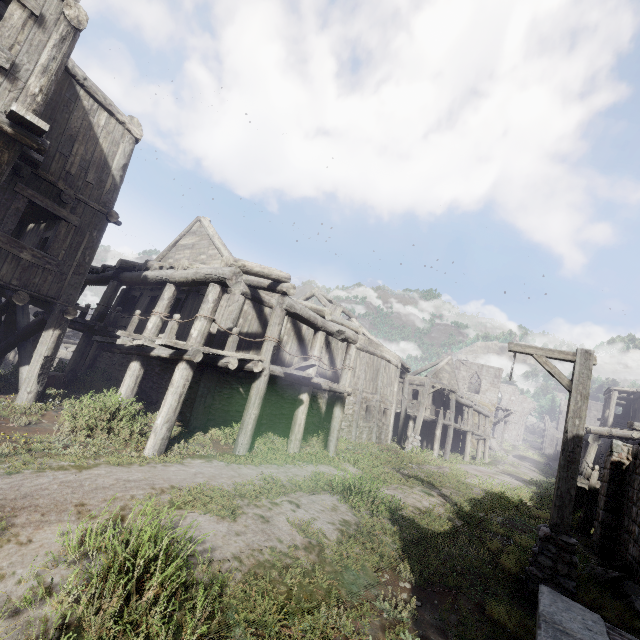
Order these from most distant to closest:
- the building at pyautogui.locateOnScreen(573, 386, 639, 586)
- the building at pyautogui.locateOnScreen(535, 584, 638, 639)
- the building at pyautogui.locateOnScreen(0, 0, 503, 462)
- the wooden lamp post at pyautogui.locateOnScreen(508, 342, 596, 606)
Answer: the building at pyautogui.locateOnScreen(573, 386, 639, 586) → the building at pyautogui.locateOnScreen(0, 0, 503, 462) → the wooden lamp post at pyautogui.locateOnScreen(508, 342, 596, 606) → the building at pyautogui.locateOnScreen(535, 584, 638, 639)

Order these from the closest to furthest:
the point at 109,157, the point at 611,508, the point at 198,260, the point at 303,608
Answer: the point at 303,608, the point at 109,157, the point at 611,508, the point at 198,260

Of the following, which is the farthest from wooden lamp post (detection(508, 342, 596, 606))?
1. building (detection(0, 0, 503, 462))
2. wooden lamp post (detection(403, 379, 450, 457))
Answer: wooden lamp post (detection(403, 379, 450, 457))

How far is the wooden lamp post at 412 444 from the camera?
17.1 meters

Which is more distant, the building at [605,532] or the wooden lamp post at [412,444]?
the wooden lamp post at [412,444]

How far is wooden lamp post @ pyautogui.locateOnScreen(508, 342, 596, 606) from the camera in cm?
566

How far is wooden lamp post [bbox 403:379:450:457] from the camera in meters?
17.1 m
